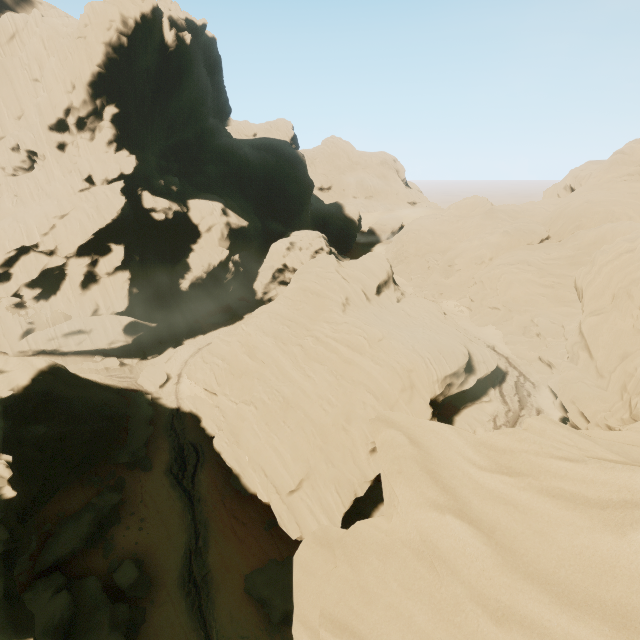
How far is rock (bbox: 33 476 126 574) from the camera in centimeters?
2178cm

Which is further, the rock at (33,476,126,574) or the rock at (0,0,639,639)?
the rock at (33,476,126,574)

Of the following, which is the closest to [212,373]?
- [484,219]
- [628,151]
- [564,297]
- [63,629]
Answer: [63,629]

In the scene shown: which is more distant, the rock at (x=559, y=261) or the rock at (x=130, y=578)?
the rock at (x=130, y=578)

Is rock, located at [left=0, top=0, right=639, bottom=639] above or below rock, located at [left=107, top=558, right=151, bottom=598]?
above
